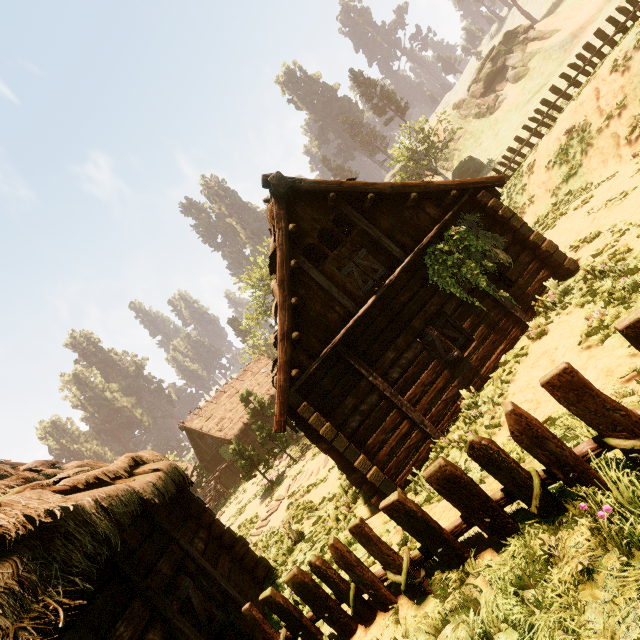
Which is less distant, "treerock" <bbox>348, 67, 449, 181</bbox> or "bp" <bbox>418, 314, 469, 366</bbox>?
"bp" <bbox>418, 314, 469, 366</bbox>

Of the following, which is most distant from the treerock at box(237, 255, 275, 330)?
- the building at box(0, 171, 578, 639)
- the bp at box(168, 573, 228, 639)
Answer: the bp at box(168, 573, 228, 639)

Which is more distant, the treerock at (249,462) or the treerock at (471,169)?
the treerock at (471,169)

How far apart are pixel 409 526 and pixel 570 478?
1.46m

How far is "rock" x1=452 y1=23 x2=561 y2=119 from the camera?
40.2m

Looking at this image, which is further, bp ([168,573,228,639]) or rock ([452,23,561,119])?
rock ([452,23,561,119])

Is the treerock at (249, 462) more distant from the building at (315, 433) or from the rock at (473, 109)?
the rock at (473, 109)

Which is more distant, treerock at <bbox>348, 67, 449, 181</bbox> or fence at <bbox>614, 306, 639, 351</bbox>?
treerock at <bbox>348, 67, 449, 181</bbox>
